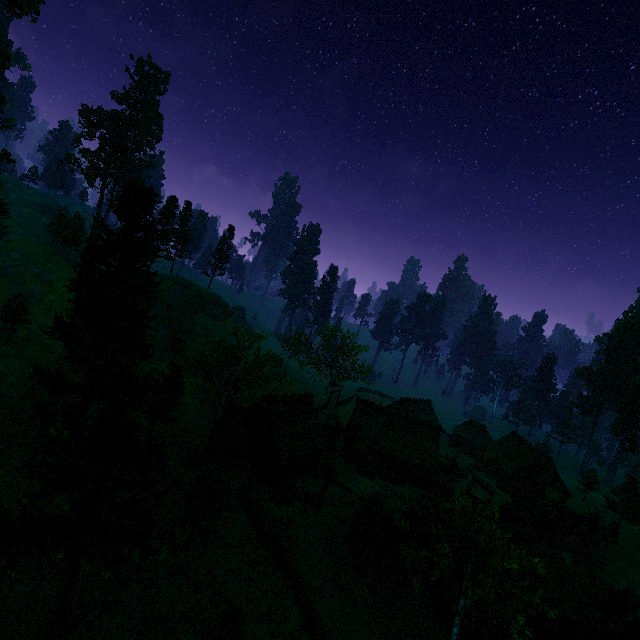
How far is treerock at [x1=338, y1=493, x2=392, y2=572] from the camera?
23.8 meters

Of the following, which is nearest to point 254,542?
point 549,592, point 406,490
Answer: point 549,592

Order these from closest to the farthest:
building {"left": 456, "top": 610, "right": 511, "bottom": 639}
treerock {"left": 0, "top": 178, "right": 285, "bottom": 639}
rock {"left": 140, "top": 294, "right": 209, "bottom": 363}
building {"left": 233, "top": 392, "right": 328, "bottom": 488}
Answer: treerock {"left": 0, "top": 178, "right": 285, "bottom": 639} → building {"left": 456, "top": 610, "right": 511, "bottom": 639} → building {"left": 233, "top": 392, "right": 328, "bottom": 488} → rock {"left": 140, "top": 294, "right": 209, "bottom": 363}

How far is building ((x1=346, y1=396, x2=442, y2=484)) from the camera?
43.16m

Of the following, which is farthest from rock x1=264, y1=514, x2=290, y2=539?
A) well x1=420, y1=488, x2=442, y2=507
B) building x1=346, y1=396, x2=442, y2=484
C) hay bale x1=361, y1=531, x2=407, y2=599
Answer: well x1=420, y1=488, x2=442, y2=507

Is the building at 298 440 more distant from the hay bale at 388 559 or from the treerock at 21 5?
the hay bale at 388 559

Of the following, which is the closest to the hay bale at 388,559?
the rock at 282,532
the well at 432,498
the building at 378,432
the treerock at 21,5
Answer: the treerock at 21,5

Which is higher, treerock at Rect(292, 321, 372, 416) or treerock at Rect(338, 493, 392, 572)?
treerock at Rect(292, 321, 372, 416)
